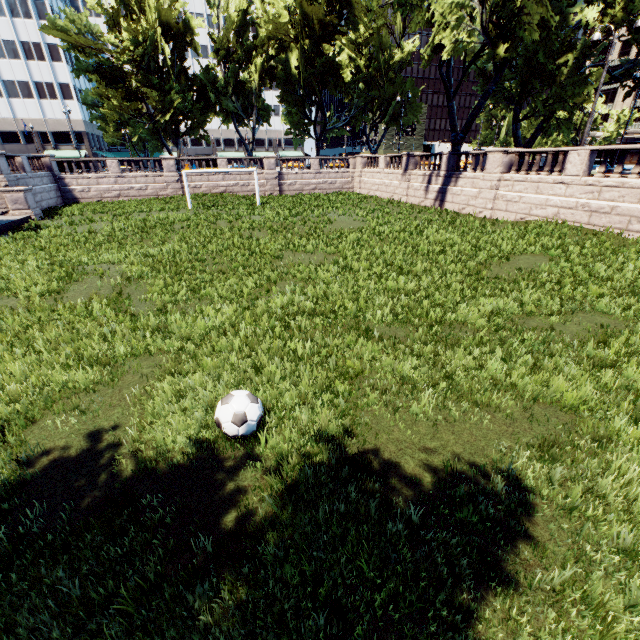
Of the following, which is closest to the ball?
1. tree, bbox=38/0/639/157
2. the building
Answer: tree, bbox=38/0/639/157

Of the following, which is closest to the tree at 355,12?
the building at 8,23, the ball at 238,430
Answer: the building at 8,23

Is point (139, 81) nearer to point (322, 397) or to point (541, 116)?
point (541, 116)

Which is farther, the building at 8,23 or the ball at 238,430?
the building at 8,23

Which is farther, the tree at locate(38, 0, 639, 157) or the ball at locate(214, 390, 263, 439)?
the tree at locate(38, 0, 639, 157)

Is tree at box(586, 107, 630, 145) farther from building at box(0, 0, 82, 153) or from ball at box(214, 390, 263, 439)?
ball at box(214, 390, 263, 439)

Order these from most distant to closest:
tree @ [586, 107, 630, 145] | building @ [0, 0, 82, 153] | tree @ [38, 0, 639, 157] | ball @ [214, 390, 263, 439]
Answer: tree @ [586, 107, 630, 145], building @ [0, 0, 82, 153], tree @ [38, 0, 639, 157], ball @ [214, 390, 263, 439]
